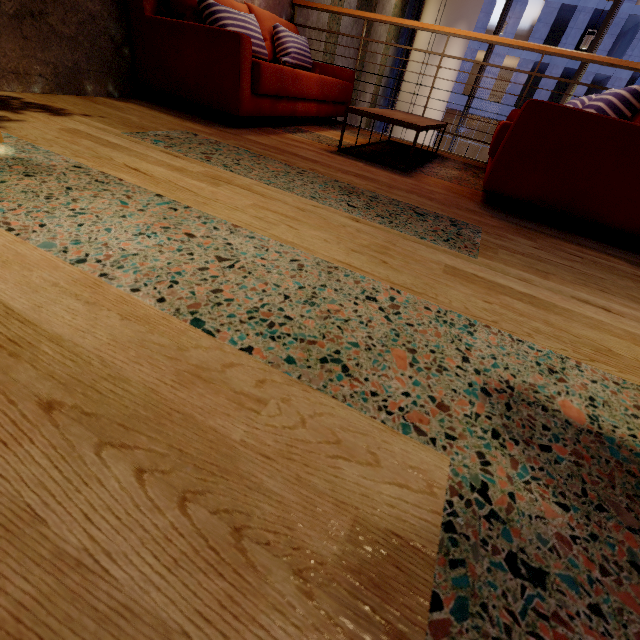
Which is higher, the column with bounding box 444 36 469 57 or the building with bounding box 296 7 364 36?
the column with bounding box 444 36 469 57

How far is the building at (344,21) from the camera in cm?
429

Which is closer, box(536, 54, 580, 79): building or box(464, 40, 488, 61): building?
box(536, 54, 580, 79): building

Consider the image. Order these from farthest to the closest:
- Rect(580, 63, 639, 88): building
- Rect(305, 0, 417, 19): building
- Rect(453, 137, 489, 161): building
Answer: Rect(453, 137, 489, 161): building
Rect(580, 63, 639, 88): building
Rect(305, 0, 417, 19): building

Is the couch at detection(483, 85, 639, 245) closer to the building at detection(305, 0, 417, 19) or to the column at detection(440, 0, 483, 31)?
the building at detection(305, 0, 417, 19)

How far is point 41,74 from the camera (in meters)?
2.16

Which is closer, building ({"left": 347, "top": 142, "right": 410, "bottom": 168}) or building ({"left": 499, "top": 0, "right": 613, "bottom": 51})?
building ({"left": 347, "top": 142, "right": 410, "bottom": 168})

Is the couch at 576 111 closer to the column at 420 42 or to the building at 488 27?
the column at 420 42
